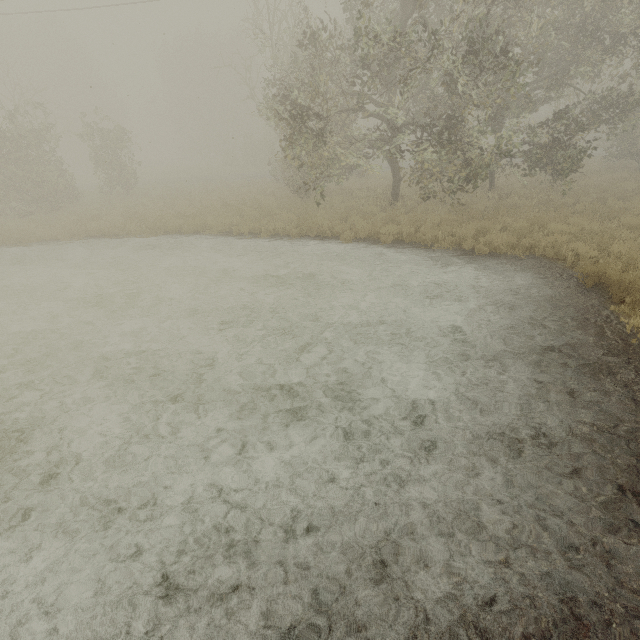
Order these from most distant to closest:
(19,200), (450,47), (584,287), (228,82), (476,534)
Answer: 1. (228,82)
2. (19,200)
3. (450,47)
4. (584,287)
5. (476,534)
